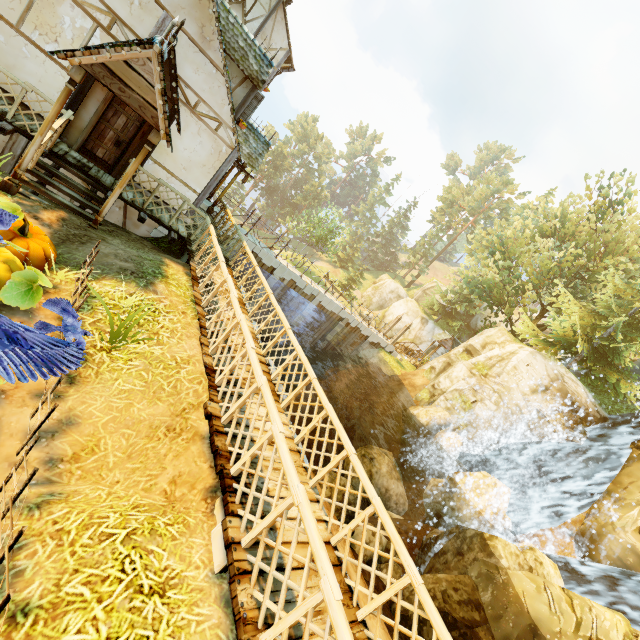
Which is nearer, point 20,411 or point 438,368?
point 20,411

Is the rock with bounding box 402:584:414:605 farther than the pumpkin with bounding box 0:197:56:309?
Yes

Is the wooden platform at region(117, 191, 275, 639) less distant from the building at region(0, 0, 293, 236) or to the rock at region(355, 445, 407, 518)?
the building at region(0, 0, 293, 236)

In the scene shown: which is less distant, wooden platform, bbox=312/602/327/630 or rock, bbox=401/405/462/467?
wooden platform, bbox=312/602/327/630

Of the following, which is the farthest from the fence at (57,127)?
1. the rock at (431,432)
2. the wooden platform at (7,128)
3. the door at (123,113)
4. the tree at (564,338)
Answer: the tree at (564,338)

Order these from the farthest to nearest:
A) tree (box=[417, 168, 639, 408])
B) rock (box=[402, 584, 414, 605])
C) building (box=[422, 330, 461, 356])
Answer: building (box=[422, 330, 461, 356]), tree (box=[417, 168, 639, 408]), rock (box=[402, 584, 414, 605])

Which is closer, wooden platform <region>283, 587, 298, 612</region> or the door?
wooden platform <region>283, 587, 298, 612</region>

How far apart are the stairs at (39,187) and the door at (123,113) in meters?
1.2
